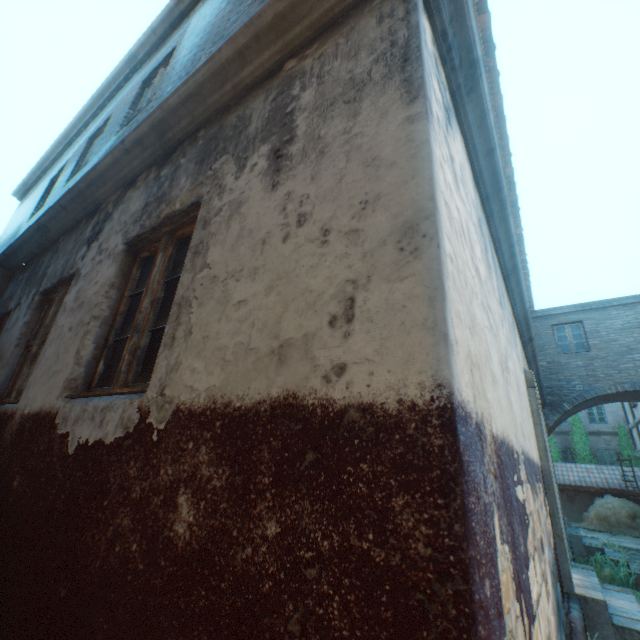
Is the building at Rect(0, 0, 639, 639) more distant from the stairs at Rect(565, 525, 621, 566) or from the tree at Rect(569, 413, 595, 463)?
the tree at Rect(569, 413, 595, 463)

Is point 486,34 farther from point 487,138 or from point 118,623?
point 118,623

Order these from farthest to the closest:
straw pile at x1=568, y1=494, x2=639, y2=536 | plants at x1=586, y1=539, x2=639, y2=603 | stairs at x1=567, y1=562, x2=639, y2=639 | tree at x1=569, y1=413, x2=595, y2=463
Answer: tree at x1=569, y1=413, x2=595, y2=463
straw pile at x1=568, y1=494, x2=639, y2=536
plants at x1=586, y1=539, x2=639, y2=603
stairs at x1=567, y1=562, x2=639, y2=639

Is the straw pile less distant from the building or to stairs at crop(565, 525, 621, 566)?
the building

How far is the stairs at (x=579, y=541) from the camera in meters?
7.9 m

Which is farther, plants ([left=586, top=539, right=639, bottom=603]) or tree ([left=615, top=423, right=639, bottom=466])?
tree ([left=615, top=423, right=639, bottom=466])

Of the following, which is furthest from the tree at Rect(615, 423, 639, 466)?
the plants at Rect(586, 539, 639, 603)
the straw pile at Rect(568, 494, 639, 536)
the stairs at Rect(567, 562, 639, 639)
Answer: the stairs at Rect(567, 562, 639, 639)

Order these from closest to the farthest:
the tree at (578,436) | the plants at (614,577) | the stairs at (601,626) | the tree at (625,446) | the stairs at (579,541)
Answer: the stairs at (601,626) < the plants at (614,577) < the stairs at (579,541) < the tree at (625,446) < the tree at (578,436)
